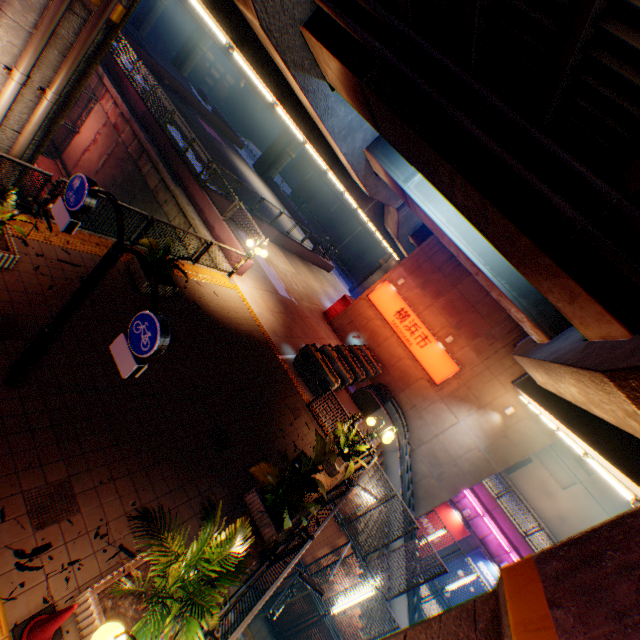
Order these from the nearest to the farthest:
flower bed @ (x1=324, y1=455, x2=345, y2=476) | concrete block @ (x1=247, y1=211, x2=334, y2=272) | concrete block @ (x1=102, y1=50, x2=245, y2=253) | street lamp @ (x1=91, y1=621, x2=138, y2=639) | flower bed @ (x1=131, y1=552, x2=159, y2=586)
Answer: street lamp @ (x1=91, y1=621, x2=138, y2=639), flower bed @ (x1=131, y1=552, x2=159, y2=586), flower bed @ (x1=324, y1=455, x2=345, y2=476), concrete block @ (x1=102, y1=50, x2=245, y2=253), concrete block @ (x1=247, y1=211, x2=334, y2=272)

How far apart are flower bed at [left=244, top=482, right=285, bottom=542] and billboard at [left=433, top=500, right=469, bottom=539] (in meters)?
17.81

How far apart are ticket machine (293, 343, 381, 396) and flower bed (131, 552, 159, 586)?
9.9m

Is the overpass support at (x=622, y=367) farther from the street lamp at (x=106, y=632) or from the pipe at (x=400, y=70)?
the street lamp at (x=106, y=632)

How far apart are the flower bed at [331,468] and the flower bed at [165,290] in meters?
6.5 m

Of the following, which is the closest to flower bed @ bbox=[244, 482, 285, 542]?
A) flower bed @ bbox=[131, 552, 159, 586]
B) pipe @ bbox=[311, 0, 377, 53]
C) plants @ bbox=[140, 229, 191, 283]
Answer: flower bed @ bbox=[131, 552, 159, 586]

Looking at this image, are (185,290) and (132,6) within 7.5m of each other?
yes

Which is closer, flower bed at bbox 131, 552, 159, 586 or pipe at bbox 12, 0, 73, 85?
flower bed at bbox 131, 552, 159, 586
